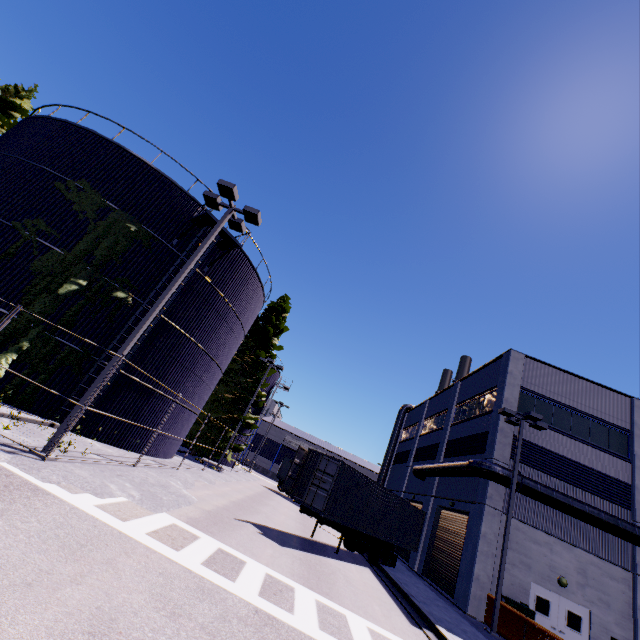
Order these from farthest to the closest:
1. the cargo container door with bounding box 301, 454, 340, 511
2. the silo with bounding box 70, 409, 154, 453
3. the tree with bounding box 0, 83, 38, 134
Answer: the tree with bounding box 0, 83, 38, 134 < the cargo container door with bounding box 301, 454, 340, 511 < the silo with bounding box 70, 409, 154, 453

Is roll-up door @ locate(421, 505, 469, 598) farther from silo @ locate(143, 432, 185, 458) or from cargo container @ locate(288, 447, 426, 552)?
cargo container @ locate(288, 447, 426, 552)

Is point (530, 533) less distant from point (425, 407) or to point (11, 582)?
point (425, 407)

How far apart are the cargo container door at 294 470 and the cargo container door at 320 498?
0.9m

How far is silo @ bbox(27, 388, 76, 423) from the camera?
12.56m

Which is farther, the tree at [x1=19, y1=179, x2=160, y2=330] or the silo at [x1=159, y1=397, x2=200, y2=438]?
the silo at [x1=159, y1=397, x2=200, y2=438]

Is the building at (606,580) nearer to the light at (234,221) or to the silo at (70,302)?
the silo at (70,302)

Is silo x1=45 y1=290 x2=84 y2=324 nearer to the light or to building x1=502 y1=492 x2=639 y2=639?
building x1=502 y1=492 x2=639 y2=639
